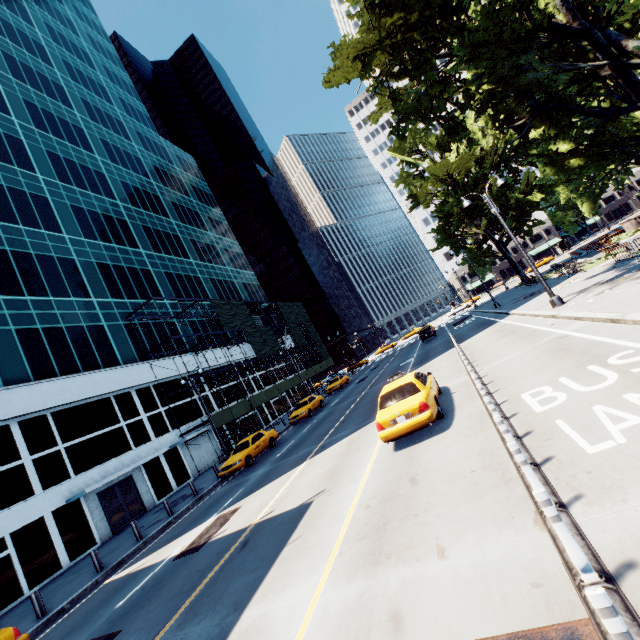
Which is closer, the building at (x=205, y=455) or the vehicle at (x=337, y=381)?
the building at (x=205, y=455)

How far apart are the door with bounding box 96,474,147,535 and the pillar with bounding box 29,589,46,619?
10.0m

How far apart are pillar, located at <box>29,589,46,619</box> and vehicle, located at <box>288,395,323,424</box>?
17.2 meters

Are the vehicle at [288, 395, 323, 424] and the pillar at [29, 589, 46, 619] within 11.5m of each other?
no

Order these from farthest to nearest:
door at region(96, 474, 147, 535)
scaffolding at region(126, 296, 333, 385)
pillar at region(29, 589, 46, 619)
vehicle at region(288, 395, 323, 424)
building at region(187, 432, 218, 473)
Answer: scaffolding at region(126, 296, 333, 385)
building at region(187, 432, 218, 473)
vehicle at region(288, 395, 323, 424)
door at region(96, 474, 147, 535)
pillar at region(29, 589, 46, 619)

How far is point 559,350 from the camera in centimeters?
1015cm

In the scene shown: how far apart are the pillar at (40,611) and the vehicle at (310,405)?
17.2m

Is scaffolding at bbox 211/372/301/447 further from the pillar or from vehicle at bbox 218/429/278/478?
the pillar
